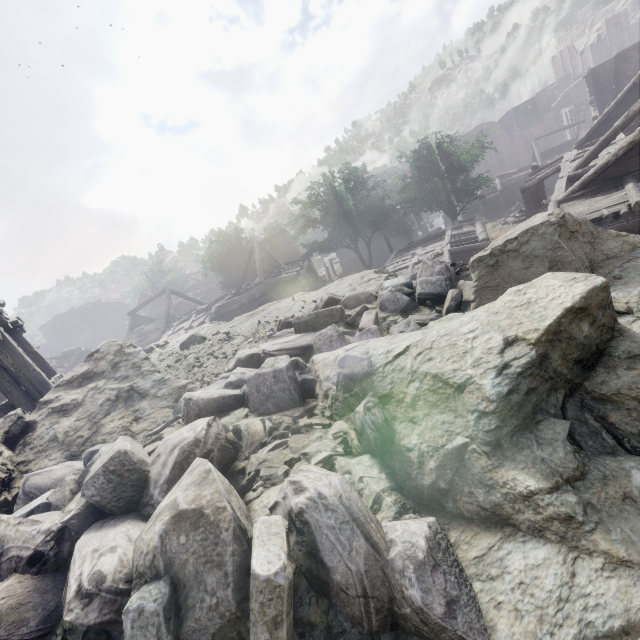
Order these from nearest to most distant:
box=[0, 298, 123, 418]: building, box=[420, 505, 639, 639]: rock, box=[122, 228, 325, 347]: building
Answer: box=[420, 505, 639, 639]: rock, box=[0, 298, 123, 418]: building, box=[122, 228, 325, 347]: building

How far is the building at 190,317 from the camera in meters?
24.3 m

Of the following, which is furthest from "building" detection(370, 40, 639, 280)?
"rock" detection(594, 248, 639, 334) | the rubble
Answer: the rubble

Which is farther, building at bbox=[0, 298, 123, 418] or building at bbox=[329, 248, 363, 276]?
building at bbox=[329, 248, 363, 276]

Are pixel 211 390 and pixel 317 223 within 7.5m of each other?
no

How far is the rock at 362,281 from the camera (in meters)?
6.78
